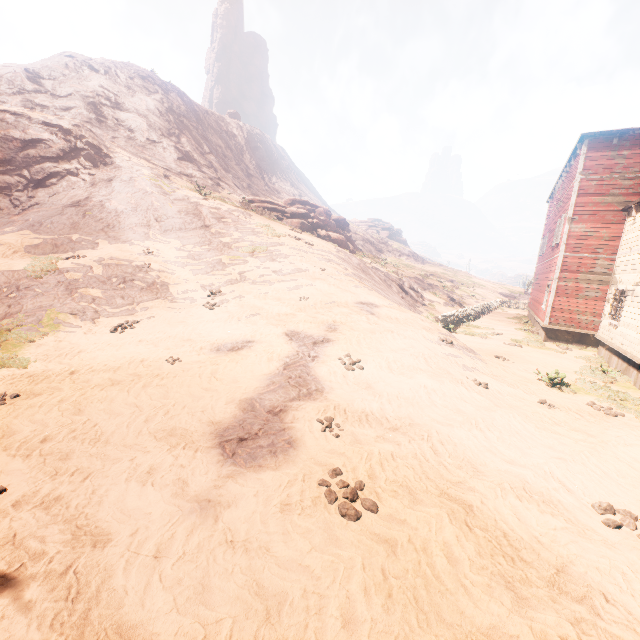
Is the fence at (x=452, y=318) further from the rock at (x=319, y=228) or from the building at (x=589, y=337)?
the rock at (x=319, y=228)

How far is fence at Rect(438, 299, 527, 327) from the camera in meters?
19.5 m

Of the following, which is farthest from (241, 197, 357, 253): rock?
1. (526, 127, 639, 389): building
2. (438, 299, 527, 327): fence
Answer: (526, 127, 639, 389): building

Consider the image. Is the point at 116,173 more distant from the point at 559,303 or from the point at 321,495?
the point at 559,303

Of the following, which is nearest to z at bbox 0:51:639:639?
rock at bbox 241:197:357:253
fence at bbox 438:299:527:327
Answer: fence at bbox 438:299:527:327

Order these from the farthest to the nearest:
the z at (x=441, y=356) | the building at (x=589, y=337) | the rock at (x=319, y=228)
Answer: the rock at (x=319, y=228) → the building at (x=589, y=337) → the z at (x=441, y=356)

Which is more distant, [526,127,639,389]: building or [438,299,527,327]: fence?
[438,299,527,327]: fence

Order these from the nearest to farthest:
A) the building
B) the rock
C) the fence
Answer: the building
the fence
the rock
